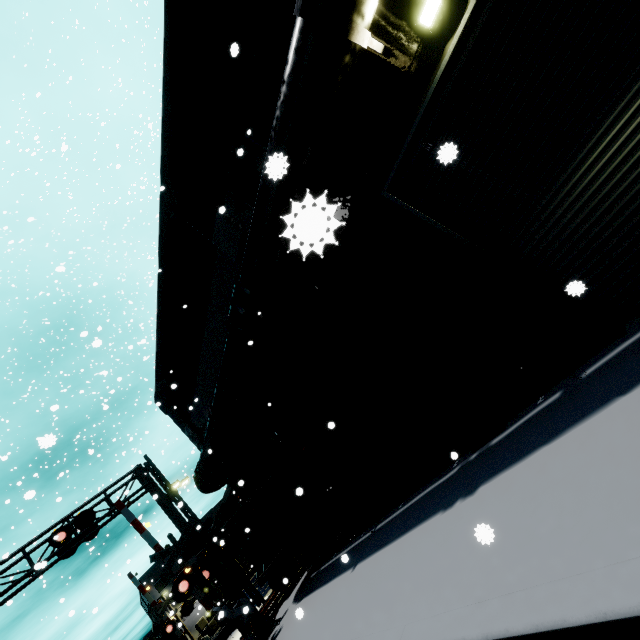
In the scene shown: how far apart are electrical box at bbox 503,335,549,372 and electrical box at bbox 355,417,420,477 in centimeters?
383cm

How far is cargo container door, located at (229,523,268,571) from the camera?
15.7m

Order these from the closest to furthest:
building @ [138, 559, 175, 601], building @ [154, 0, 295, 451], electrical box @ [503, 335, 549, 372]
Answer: electrical box @ [503, 335, 549, 372]
building @ [154, 0, 295, 451]
building @ [138, 559, 175, 601]

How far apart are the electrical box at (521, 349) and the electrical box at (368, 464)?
5.0m

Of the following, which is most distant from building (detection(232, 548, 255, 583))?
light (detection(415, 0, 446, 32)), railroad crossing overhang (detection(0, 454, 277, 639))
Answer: railroad crossing overhang (detection(0, 454, 277, 639))

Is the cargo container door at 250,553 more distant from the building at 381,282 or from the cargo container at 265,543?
the building at 381,282

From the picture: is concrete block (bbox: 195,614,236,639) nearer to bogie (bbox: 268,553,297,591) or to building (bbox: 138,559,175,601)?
building (bbox: 138,559,175,601)

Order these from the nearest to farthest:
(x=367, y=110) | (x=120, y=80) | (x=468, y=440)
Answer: (x=367, y=110) → (x=468, y=440) → (x=120, y=80)
